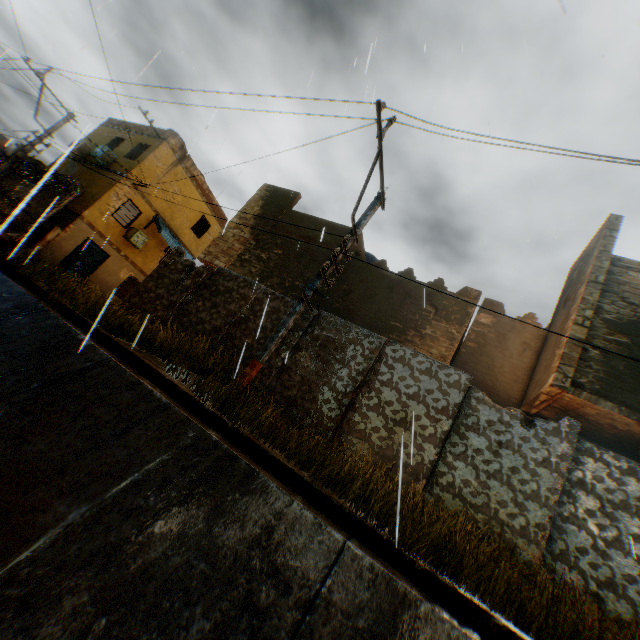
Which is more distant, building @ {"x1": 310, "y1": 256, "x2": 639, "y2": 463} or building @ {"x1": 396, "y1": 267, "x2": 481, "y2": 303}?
building @ {"x1": 396, "y1": 267, "x2": 481, "y2": 303}

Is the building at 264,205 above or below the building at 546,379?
above

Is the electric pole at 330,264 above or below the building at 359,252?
below

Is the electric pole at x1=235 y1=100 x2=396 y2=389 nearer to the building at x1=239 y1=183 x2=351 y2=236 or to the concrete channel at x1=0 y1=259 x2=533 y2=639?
the concrete channel at x1=0 y1=259 x2=533 y2=639

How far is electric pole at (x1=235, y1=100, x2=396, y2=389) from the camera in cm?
623

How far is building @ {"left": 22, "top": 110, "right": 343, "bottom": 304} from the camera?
12.4m

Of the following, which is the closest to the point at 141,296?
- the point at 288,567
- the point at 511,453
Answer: the point at 288,567

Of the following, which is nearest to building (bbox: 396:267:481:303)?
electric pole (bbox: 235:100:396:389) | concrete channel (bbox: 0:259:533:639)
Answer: concrete channel (bbox: 0:259:533:639)
